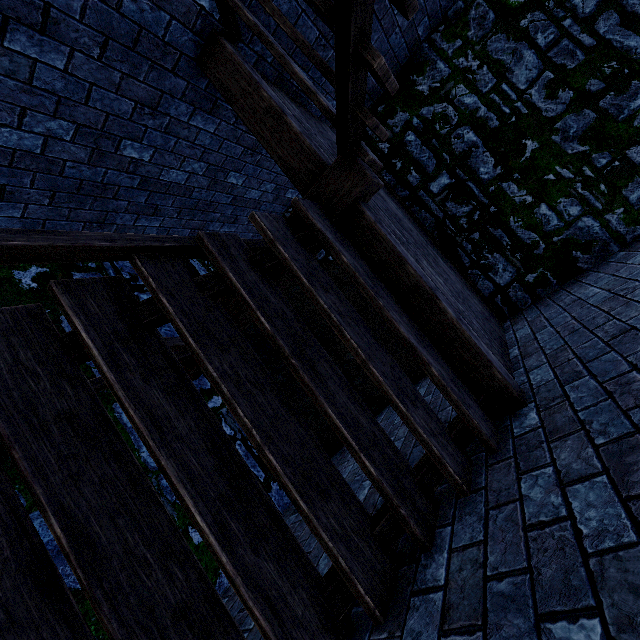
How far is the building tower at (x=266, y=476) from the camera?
3.9 meters

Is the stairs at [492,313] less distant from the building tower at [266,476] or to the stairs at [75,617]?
the stairs at [75,617]

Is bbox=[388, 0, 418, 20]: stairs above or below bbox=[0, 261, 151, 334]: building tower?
above

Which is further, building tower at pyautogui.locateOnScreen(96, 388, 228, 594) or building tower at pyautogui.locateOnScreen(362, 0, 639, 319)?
building tower at pyautogui.locateOnScreen(362, 0, 639, 319)

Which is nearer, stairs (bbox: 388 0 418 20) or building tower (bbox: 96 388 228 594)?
stairs (bbox: 388 0 418 20)

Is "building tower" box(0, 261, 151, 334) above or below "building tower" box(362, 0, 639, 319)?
below

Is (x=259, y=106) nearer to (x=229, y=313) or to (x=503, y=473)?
(x=229, y=313)

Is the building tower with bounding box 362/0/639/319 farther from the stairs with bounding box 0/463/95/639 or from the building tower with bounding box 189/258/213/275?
the building tower with bounding box 189/258/213/275
